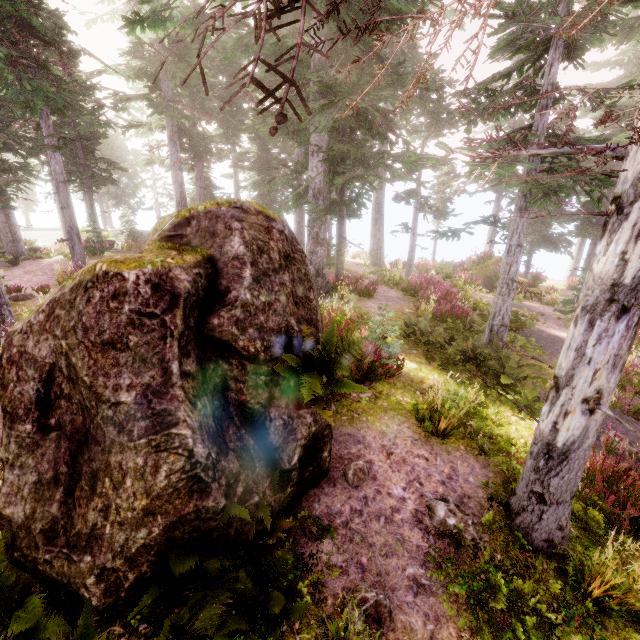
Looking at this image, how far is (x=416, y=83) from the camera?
3.7 meters

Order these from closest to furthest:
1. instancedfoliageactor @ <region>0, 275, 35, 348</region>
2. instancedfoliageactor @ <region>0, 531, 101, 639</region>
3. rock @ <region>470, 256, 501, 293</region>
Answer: instancedfoliageactor @ <region>0, 531, 101, 639</region> → instancedfoliageactor @ <region>0, 275, 35, 348</region> → rock @ <region>470, 256, 501, 293</region>

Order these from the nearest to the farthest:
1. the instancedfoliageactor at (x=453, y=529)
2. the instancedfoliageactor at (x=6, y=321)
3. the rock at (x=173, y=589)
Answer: the rock at (x=173, y=589) → the instancedfoliageactor at (x=453, y=529) → the instancedfoliageactor at (x=6, y=321)

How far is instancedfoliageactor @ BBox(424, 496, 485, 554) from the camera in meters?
4.6 m

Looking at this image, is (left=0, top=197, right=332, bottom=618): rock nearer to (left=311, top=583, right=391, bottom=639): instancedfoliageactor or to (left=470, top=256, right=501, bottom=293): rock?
(left=311, top=583, right=391, bottom=639): instancedfoliageactor

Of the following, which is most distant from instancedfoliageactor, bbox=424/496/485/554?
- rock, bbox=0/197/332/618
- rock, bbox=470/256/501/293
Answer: rock, bbox=470/256/501/293

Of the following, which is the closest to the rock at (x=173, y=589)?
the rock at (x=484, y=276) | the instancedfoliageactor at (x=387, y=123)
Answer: the instancedfoliageactor at (x=387, y=123)
